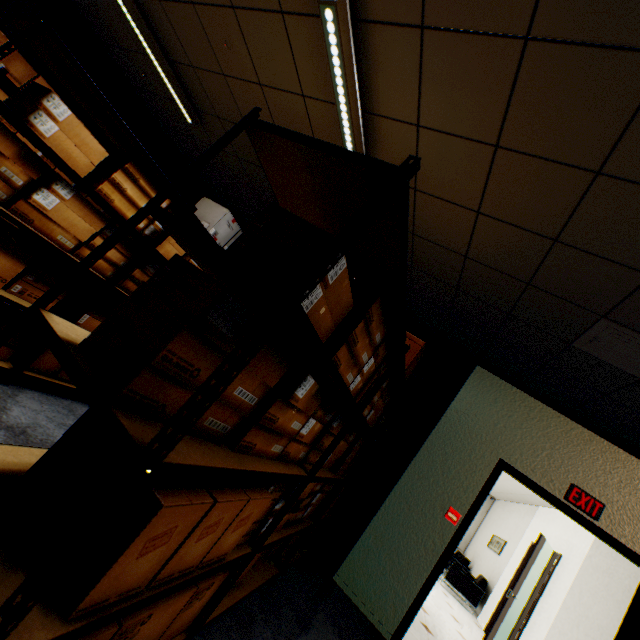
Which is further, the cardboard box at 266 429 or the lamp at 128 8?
the lamp at 128 8

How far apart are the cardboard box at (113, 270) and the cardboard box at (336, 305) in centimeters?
167cm

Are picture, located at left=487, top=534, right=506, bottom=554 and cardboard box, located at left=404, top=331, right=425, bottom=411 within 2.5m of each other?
no

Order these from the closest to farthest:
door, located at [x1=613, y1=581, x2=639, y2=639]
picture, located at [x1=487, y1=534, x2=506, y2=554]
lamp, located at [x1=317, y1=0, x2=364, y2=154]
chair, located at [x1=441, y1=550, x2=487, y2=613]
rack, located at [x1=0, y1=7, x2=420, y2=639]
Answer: rack, located at [x1=0, y1=7, x2=420, y2=639] → lamp, located at [x1=317, y1=0, x2=364, y2=154] → door, located at [x1=613, y1=581, x2=639, y2=639] → chair, located at [x1=441, y1=550, x2=487, y2=613] → picture, located at [x1=487, y1=534, x2=506, y2=554]

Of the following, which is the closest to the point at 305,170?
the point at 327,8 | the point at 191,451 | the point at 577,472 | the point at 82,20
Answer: the point at 191,451

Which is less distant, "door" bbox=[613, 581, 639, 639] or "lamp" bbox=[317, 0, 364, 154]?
"lamp" bbox=[317, 0, 364, 154]

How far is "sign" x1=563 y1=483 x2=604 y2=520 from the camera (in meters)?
3.16

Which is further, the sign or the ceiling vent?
the sign
